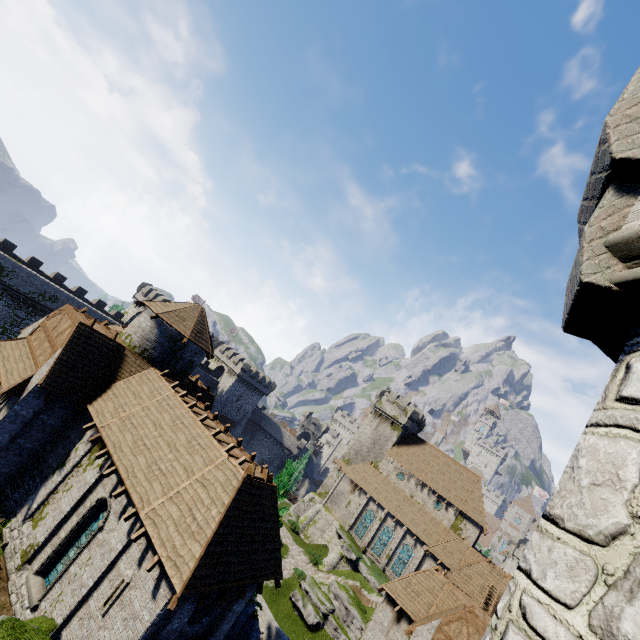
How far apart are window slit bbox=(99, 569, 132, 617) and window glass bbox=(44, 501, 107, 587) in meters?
2.6 m

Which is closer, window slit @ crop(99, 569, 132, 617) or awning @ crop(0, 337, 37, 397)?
window slit @ crop(99, 569, 132, 617)

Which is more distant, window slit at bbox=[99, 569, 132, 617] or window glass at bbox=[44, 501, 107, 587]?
window glass at bbox=[44, 501, 107, 587]

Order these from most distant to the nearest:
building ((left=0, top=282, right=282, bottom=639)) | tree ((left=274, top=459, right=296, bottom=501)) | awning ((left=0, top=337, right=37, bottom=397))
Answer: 1. tree ((left=274, top=459, right=296, bottom=501))
2. awning ((left=0, top=337, right=37, bottom=397))
3. building ((left=0, top=282, right=282, bottom=639))

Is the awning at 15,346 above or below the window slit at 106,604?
above

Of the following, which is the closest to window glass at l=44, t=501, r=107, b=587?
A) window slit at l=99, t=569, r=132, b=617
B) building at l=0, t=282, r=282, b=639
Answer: building at l=0, t=282, r=282, b=639

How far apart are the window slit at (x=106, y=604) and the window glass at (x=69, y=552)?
2.6m

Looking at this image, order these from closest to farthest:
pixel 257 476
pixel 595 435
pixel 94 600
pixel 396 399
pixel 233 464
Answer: pixel 595 435 < pixel 94 600 < pixel 233 464 < pixel 257 476 < pixel 396 399
